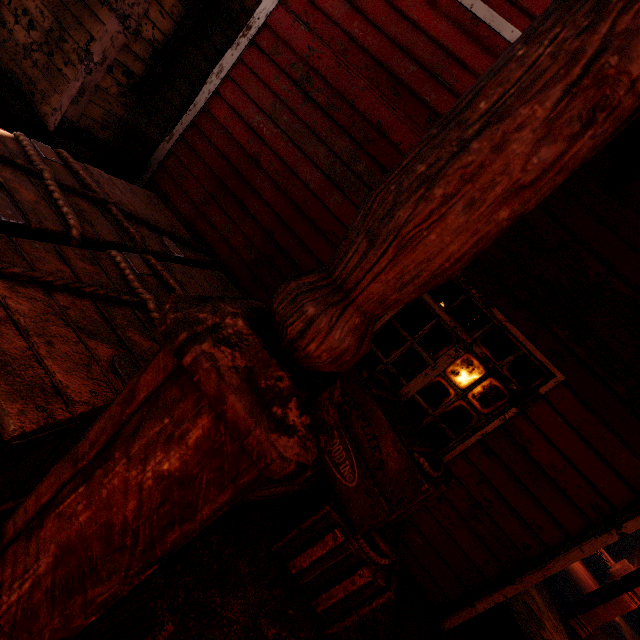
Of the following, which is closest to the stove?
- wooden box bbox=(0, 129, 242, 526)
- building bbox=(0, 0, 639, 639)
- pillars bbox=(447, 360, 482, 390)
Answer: building bbox=(0, 0, 639, 639)

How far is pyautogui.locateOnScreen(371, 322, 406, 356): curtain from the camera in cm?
331

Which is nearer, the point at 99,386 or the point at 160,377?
the point at 160,377

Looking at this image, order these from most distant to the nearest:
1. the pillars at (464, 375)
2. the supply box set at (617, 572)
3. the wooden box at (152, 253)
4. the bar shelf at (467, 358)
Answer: the bar shelf at (467, 358), the supply box set at (617, 572), the pillars at (464, 375), the wooden box at (152, 253)

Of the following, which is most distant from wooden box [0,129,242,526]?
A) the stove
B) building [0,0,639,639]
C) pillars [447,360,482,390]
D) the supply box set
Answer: the supply box set

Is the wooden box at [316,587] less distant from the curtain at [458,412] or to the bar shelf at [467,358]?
the curtain at [458,412]

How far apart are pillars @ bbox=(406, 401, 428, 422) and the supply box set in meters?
9.6

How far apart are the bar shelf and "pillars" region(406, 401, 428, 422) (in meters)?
7.46
